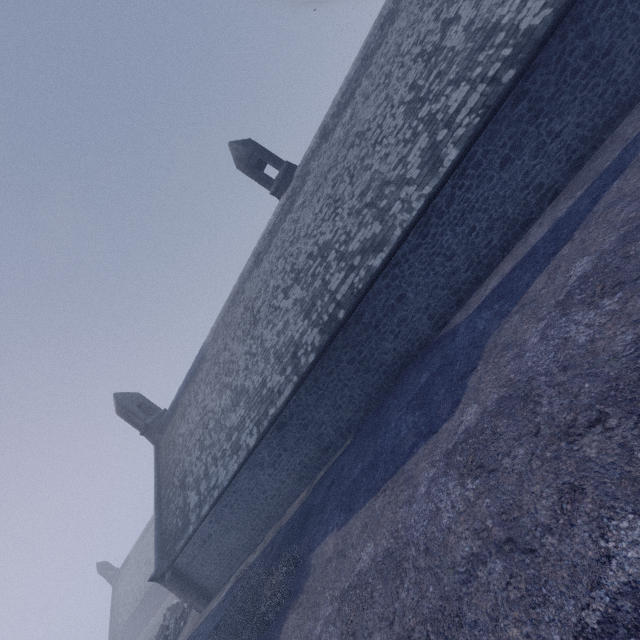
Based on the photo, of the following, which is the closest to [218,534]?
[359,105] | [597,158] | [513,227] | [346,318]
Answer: [346,318]
